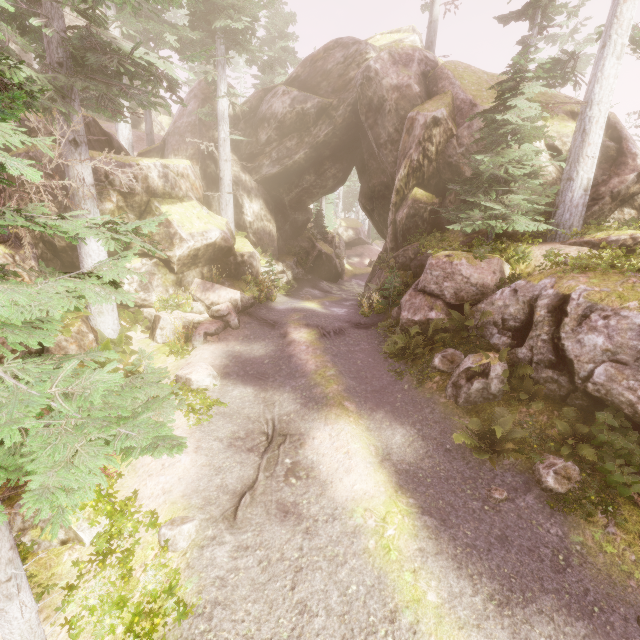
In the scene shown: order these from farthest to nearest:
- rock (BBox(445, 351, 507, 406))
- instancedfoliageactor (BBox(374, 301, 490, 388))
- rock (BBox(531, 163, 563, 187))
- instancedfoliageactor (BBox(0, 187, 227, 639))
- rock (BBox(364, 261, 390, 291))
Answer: rock (BBox(364, 261, 390, 291)) < rock (BBox(531, 163, 563, 187)) < instancedfoliageactor (BBox(374, 301, 490, 388)) < rock (BBox(445, 351, 507, 406)) < instancedfoliageactor (BBox(0, 187, 227, 639))

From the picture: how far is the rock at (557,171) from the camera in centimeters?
1336cm

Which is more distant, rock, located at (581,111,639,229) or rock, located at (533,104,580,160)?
rock, located at (533,104,580,160)

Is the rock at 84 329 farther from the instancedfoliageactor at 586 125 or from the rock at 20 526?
the rock at 20 526

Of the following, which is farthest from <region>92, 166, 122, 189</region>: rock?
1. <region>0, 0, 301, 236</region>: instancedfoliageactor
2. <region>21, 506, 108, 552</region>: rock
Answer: <region>21, 506, 108, 552</region>: rock

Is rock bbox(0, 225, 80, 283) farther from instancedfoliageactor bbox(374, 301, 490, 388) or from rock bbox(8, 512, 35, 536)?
rock bbox(8, 512, 35, 536)

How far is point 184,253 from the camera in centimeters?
1391cm
